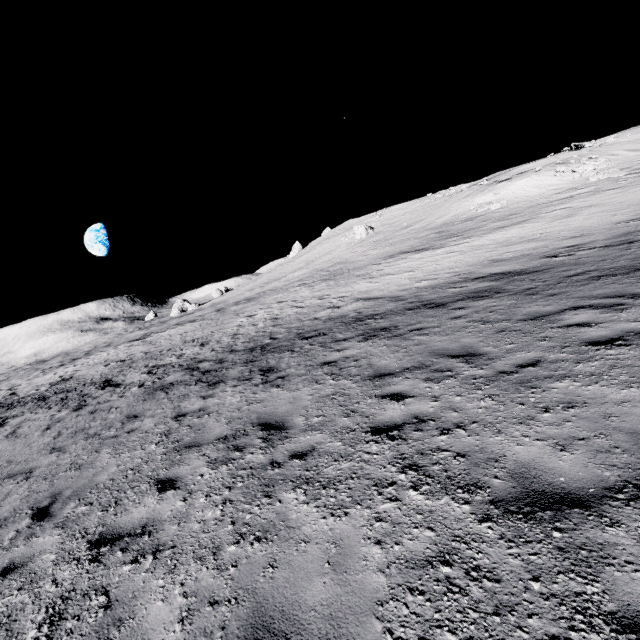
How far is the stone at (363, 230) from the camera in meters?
52.8 m

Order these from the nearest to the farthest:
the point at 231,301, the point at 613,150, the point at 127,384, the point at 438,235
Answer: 1. the point at 127,384
2. the point at 438,235
3. the point at 613,150
4. the point at 231,301

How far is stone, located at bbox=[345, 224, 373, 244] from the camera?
52.8 meters
